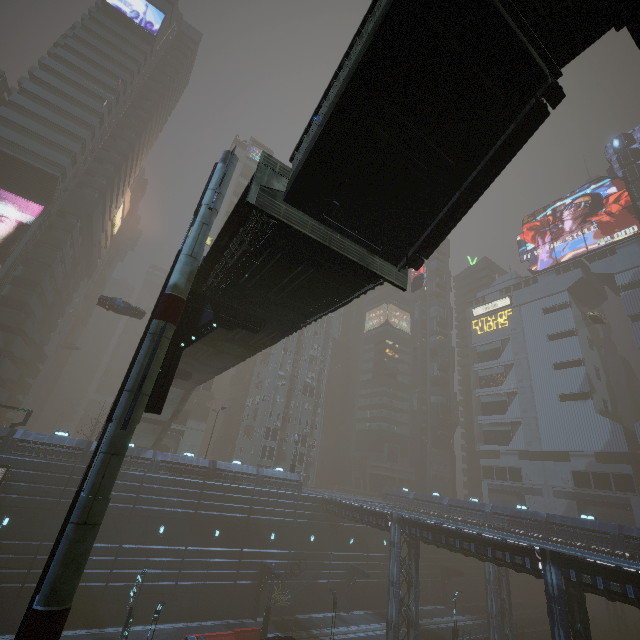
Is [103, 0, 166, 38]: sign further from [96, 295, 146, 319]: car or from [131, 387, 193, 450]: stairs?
[131, 387, 193, 450]: stairs

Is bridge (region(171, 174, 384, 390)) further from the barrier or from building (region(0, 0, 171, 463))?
the barrier

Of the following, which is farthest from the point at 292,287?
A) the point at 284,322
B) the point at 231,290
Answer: the point at 284,322

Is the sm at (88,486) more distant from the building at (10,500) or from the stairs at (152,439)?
the stairs at (152,439)

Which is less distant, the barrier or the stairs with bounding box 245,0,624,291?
the stairs with bounding box 245,0,624,291

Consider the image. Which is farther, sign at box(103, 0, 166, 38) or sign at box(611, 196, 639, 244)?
sign at box(611, 196, 639, 244)

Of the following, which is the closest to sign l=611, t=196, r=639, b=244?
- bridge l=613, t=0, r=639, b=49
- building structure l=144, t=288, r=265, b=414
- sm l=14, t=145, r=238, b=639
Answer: bridge l=613, t=0, r=639, b=49

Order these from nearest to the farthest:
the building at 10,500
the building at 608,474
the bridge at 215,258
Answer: the bridge at 215,258
the building at 10,500
the building at 608,474
